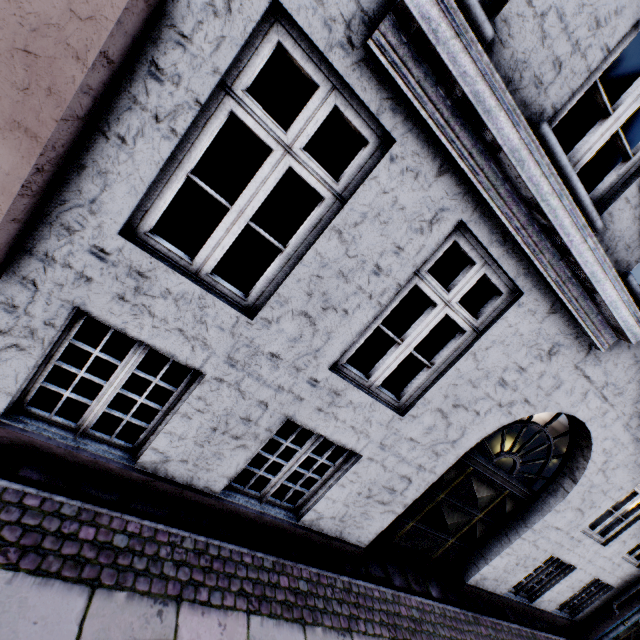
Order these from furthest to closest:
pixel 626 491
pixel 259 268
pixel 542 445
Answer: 1. pixel 259 268
2. pixel 626 491
3. pixel 542 445
